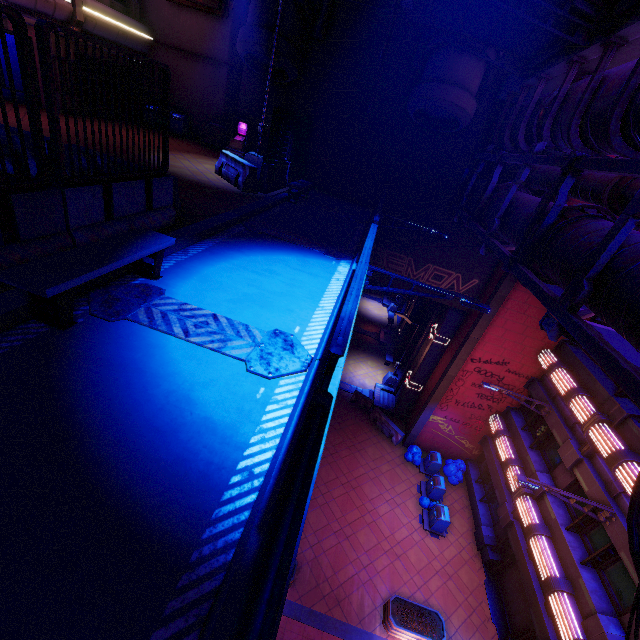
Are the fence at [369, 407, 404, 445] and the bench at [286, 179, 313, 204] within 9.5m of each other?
no

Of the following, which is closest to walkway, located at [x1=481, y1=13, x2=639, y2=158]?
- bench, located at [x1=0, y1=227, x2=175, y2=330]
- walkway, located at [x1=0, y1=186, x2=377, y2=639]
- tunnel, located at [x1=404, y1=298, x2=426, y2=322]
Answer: walkway, located at [x1=0, y1=186, x2=377, y2=639]

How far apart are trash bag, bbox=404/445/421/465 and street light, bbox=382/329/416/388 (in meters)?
5.15

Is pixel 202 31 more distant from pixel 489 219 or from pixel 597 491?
pixel 597 491

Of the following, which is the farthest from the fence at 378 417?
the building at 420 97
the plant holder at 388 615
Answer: the building at 420 97

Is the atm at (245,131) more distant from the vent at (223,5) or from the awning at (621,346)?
the awning at (621,346)

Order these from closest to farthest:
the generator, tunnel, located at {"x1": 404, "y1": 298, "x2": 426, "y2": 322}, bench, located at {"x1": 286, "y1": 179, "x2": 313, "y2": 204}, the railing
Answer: the railing
bench, located at {"x1": 286, "y1": 179, "x2": 313, "y2": 204}
the generator
tunnel, located at {"x1": 404, "y1": 298, "x2": 426, "y2": 322}

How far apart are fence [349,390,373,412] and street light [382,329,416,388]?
2.8 meters
